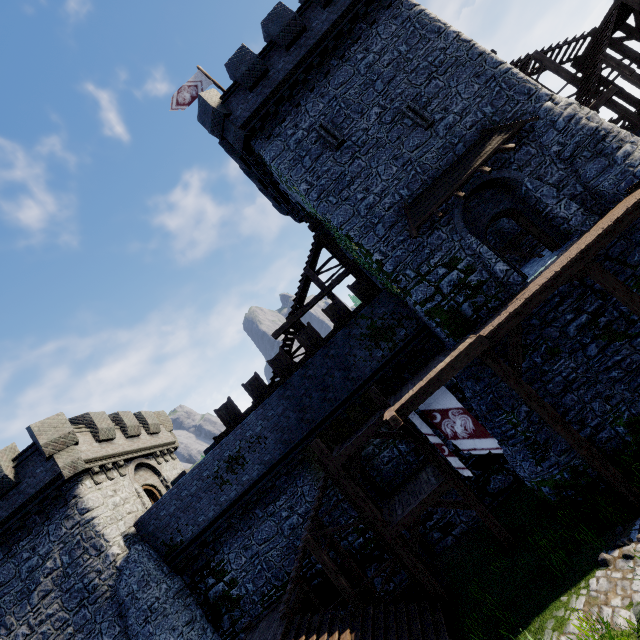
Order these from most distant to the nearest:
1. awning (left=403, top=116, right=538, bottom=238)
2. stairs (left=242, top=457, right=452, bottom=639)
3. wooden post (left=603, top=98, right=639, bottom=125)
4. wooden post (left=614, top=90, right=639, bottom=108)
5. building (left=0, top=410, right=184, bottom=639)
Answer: wooden post (left=614, top=90, right=639, bottom=108) < wooden post (left=603, top=98, right=639, bottom=125) < building (left=0, top=410, right=184, bottom=639) < awning (left=403, top=116, right=538, bottom=238) < stairs (left=242, top=457, right=452, bottom=639)

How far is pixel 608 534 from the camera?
8.8m

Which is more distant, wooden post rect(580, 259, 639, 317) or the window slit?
the window slit

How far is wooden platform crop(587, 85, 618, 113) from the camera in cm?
1366

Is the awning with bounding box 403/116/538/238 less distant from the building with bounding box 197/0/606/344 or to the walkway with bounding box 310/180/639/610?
the building with bounding box 197/0/606/344

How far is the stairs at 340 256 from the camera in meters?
18.1 m

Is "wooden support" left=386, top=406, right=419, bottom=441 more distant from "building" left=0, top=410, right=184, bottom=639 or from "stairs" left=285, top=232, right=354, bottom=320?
"building" left=0, top=410, right=184, bottom=639

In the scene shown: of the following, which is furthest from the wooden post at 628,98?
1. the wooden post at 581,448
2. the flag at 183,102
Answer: the flag at 183,102
